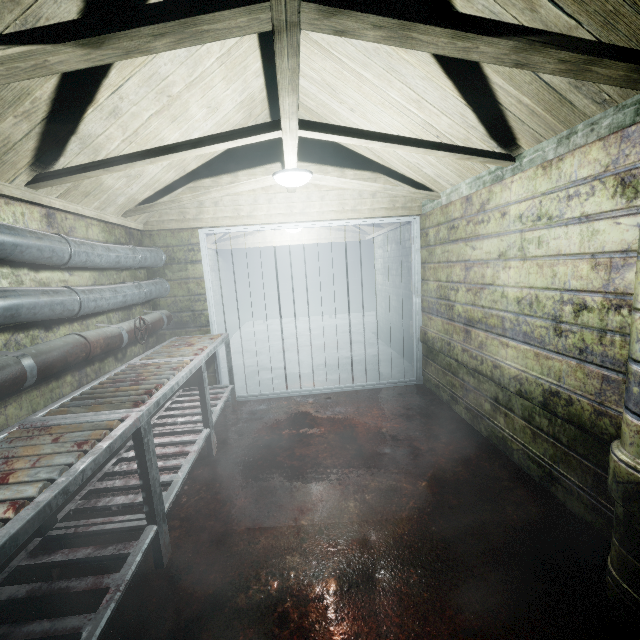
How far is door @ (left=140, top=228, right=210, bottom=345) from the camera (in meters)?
3.47

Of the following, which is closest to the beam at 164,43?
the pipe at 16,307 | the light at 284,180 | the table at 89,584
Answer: the light at 284,180

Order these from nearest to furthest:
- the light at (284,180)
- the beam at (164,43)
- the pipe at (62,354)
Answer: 1. the beam at (164,43)
2. the pipe at (62,354)
3. the light at (284,180)

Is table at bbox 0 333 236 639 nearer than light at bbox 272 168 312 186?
Yes

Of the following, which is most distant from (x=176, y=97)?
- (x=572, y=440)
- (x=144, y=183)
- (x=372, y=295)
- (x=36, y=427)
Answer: (x=372, y=295)

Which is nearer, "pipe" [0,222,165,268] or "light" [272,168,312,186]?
"pipe" [0,222,165,268]

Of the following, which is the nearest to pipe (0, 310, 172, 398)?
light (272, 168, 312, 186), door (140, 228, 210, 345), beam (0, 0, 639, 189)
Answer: door (140, 228, 210, 345)

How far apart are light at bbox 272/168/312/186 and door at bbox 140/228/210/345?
1.08m
